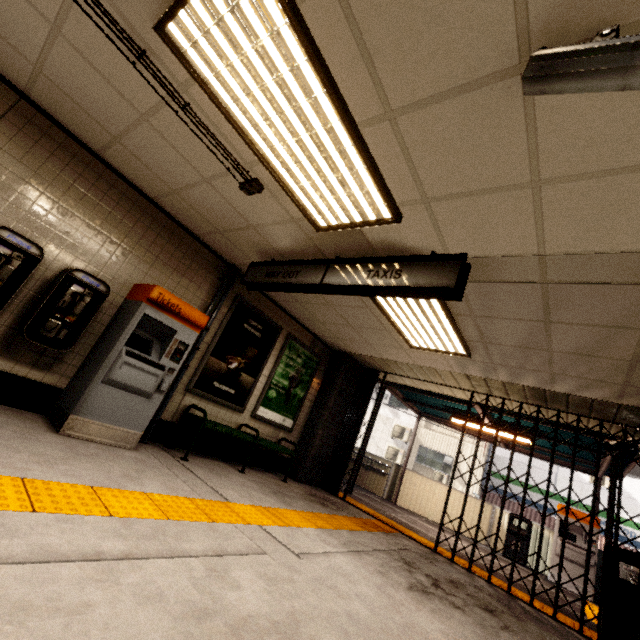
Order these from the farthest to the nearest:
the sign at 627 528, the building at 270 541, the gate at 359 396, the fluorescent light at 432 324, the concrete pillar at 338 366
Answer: → the sign at 627 528, the concrete pillar at 338 366, the gate at 359 396, the fluorescent light at 432 324, the building at 270 541

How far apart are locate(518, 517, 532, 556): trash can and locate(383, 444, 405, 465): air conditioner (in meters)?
9.55

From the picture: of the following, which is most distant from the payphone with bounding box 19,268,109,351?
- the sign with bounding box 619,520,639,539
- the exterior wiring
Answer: the sign with bounding box 619,520,639,539

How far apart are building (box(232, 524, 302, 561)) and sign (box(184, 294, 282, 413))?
2.5m

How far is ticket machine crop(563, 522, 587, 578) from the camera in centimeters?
807cm

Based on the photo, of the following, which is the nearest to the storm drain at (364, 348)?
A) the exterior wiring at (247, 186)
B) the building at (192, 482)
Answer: the building at (192, 482)

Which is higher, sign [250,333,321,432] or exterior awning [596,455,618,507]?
exterior awning [596,455,618,507]

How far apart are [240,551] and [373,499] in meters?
8.0
